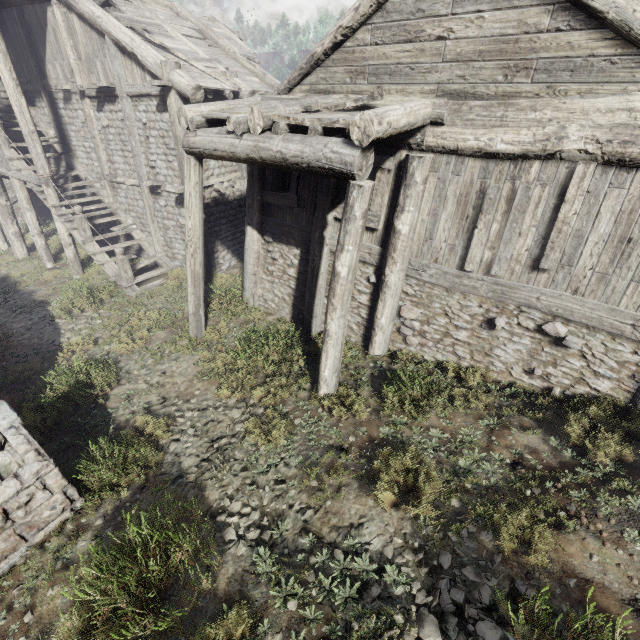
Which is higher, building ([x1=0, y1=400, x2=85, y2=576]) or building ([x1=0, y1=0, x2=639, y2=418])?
building ([x1=0, y1=0, x2=639, y2=418])

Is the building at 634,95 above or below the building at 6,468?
above

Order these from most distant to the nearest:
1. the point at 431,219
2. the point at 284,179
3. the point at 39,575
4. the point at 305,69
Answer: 1. the point at 284,179
2. the point at 305,69
3. the point at 431,219
4. the point at 39,575
